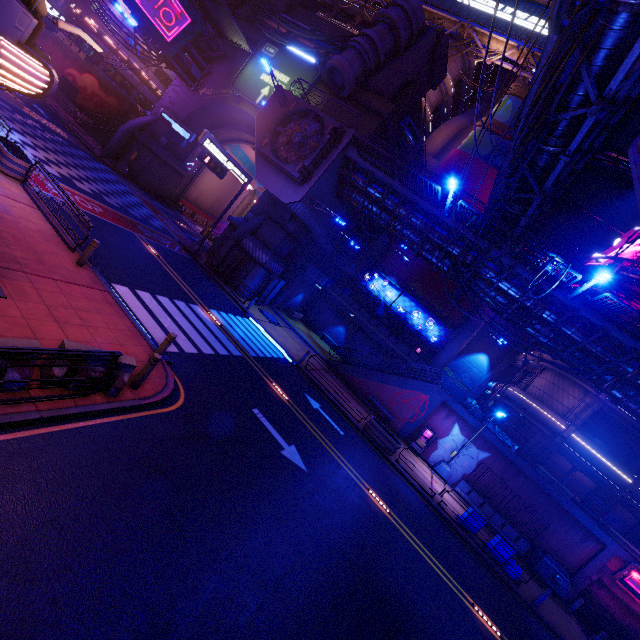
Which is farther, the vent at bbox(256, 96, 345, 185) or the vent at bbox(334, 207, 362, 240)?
the vent at bbox(334, 207, 362, 240)

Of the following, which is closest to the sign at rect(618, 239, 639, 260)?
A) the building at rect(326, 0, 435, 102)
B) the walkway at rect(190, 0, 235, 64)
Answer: the building at rect(326, 0, 435, 102)

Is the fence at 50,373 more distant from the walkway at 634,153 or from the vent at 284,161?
the vent at 284,161

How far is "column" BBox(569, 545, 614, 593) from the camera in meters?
19.0

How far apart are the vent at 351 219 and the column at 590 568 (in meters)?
27.81

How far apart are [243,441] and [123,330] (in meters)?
5.02

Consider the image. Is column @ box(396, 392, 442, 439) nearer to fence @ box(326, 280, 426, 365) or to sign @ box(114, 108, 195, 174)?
fence @ box(326, 280, 426, 365)

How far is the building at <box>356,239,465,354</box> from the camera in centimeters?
3609cm
